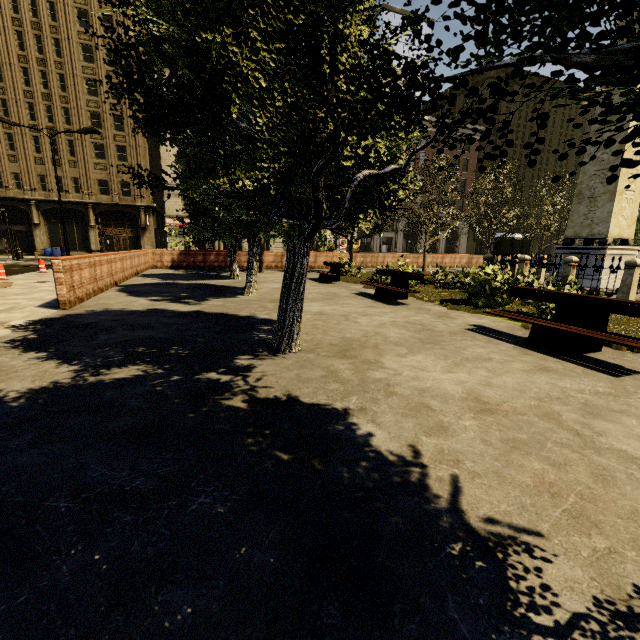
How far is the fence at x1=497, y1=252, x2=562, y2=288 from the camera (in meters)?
11.49

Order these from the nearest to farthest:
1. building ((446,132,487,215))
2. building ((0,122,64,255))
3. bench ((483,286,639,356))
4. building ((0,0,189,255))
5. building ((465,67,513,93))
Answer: bench ((483,286,639,356)) < building ((0,0,189,255)) < building ((0,122,64,255)) < building ((465,67,513,93)) < building ((446,132,487,215))

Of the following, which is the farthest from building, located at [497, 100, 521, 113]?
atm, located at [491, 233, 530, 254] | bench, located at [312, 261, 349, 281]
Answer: bench, located at [312, 261, 349, 281]

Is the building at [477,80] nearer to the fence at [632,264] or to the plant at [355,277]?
the plant at [355,277]

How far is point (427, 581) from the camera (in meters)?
1.60

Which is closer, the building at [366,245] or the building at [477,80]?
the building at [366,245]

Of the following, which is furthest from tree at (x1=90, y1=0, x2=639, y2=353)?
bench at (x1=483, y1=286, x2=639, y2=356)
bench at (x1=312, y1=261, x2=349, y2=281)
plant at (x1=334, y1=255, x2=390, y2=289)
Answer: bench at (x1=483, y1=286, x2=639, y2=356)

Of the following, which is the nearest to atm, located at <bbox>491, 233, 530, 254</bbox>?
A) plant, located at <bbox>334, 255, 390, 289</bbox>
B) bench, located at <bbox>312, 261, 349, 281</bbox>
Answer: bench, located at <bbox>312, 261, 349, 281</bbox>
